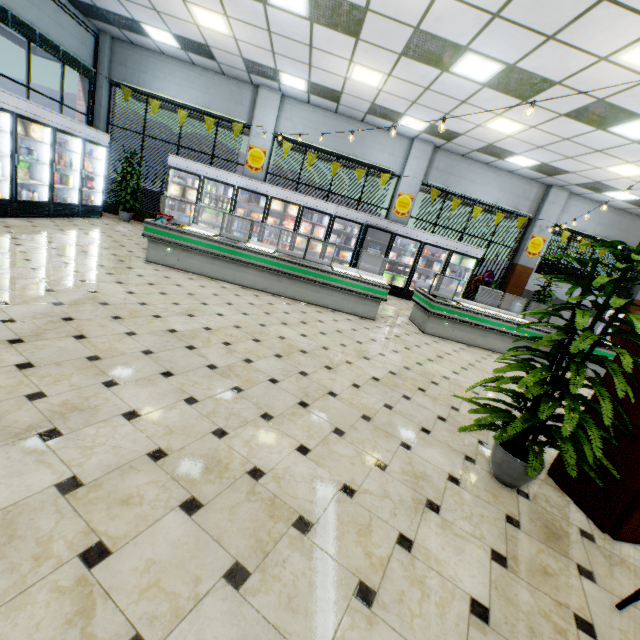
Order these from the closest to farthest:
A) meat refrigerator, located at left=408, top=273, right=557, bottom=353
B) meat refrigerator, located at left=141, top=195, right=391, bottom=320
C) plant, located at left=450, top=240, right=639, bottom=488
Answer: plant, located at left=450, top=240, right=639, bottom=488
meat refrigerator, located at left=141, top=195, right=391, bottom=320
meat refrigerator, located at left=408, top=273, right=557, bottom=353

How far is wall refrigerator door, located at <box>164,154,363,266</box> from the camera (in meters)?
9.49

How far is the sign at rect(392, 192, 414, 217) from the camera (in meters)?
10.84

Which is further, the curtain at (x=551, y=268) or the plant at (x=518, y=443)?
the curtain at (x=551, y=268)

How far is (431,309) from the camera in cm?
681

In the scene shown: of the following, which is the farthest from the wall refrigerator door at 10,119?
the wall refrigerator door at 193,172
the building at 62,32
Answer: the wall refrigerator door at 193,172

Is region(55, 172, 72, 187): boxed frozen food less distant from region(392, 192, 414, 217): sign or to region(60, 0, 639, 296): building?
region(60, 0, 639, 296): building

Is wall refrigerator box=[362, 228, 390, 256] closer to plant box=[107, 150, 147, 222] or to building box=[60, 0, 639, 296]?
building box=[60, 0, 639, 296]
